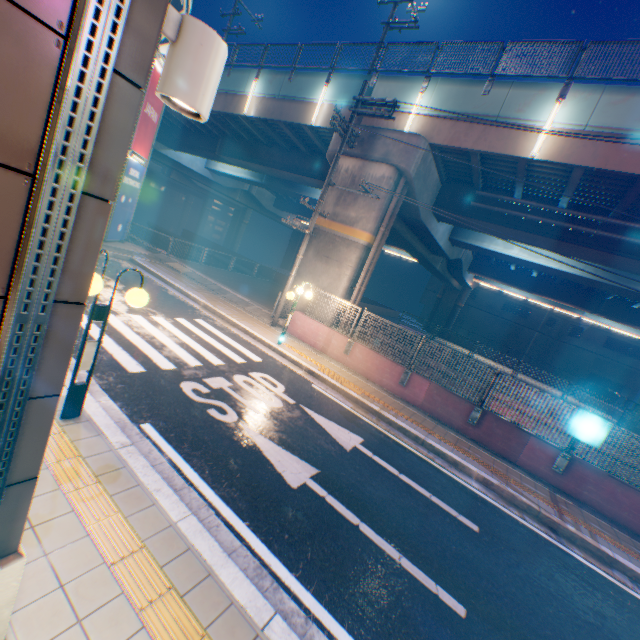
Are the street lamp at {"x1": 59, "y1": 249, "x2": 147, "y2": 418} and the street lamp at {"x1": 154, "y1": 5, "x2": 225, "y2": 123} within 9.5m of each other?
yes

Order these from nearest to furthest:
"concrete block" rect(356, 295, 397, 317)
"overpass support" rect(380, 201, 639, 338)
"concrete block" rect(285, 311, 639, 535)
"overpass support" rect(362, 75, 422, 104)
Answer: "concrete block" rect(285, 311, 639, 535)
"overpass support" rect(362, 75, 422, 104)
"overpass support" rect(380, 201, 639, 338)
"concrete block" rect(356, 295, 397, 317)

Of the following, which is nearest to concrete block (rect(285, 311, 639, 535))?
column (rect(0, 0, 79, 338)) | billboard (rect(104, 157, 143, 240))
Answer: column (rect(0, 0, 79, 338))

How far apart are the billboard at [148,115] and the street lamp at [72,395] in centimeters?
1524cm

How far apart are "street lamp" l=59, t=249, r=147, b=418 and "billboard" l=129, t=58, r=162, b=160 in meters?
15.2

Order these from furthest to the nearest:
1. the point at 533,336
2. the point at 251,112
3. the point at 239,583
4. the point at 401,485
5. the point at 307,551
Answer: the point at 533,336
the point at 251,112
the point at 401,485
the point at 307,551
the point at 239,583

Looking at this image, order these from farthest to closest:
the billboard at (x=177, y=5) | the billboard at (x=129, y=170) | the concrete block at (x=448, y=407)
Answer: the billboard at (x=129, y=170), the billboard at (x=177, y=5), the concrete block at (x=448, y=407)

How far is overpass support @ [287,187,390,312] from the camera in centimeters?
1351cm
